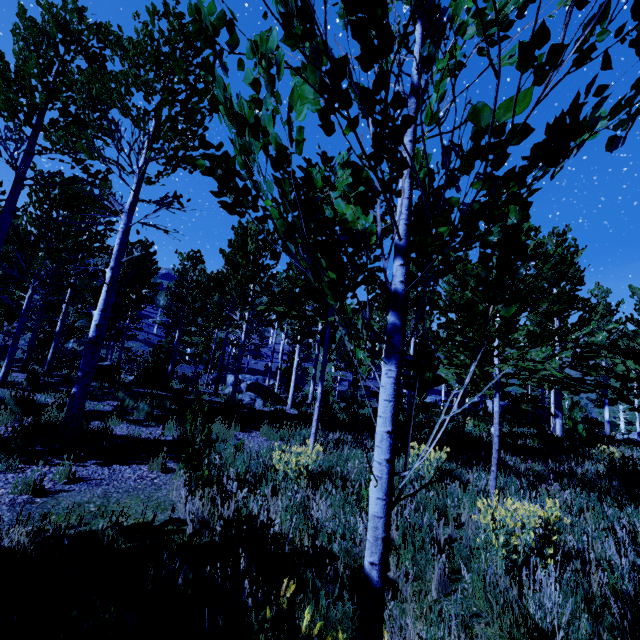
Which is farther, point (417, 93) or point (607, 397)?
point (607, 397)

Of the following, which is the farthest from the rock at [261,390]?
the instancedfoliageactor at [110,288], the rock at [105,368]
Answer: the rock at [105,368]

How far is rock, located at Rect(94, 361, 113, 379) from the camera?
14.04m

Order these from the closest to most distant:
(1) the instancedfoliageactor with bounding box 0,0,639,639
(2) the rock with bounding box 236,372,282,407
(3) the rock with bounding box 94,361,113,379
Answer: (1) the instancedfoliageactor with bounding box 0,0,639,639, (2) the rock with bounding box 236,372,282,407, (3) the rock with bounding box 94,361,113,379

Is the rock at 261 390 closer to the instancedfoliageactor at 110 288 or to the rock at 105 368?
the instancedfoliageactor at 110 288

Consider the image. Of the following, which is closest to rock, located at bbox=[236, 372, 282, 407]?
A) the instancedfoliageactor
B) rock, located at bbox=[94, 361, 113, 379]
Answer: the instancedfoliageactor

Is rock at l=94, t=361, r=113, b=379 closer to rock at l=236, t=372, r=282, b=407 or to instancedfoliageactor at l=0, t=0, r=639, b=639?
instancedfoliageactor at l=0, t=0, r=639, b=639

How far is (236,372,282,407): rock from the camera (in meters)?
13.02
